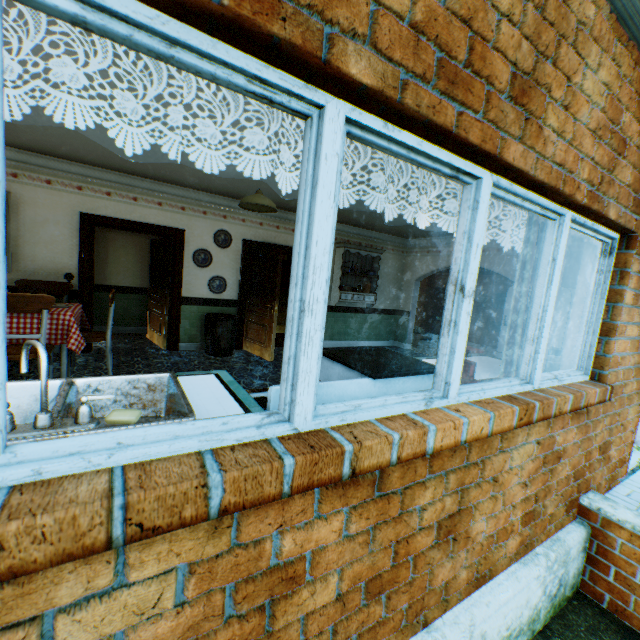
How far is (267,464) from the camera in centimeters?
95cm

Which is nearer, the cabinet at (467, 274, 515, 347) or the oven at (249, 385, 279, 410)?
the oven at (249, 385, 279, 410)

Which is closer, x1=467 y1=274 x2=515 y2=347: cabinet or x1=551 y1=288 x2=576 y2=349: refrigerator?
x1=551 y1=288 x2=576 y2=349: refrigerator

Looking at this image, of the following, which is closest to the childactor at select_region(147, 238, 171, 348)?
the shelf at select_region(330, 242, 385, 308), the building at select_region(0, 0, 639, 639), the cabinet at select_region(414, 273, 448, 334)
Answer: the building at select_region(0, 0, 639, 639)

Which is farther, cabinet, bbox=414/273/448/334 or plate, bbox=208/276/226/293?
cabinet, bbox=414/273/448/334

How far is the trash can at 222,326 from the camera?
6.3 meters

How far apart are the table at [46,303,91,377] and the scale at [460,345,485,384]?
4.3m

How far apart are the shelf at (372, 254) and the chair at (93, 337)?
4.8 meters
